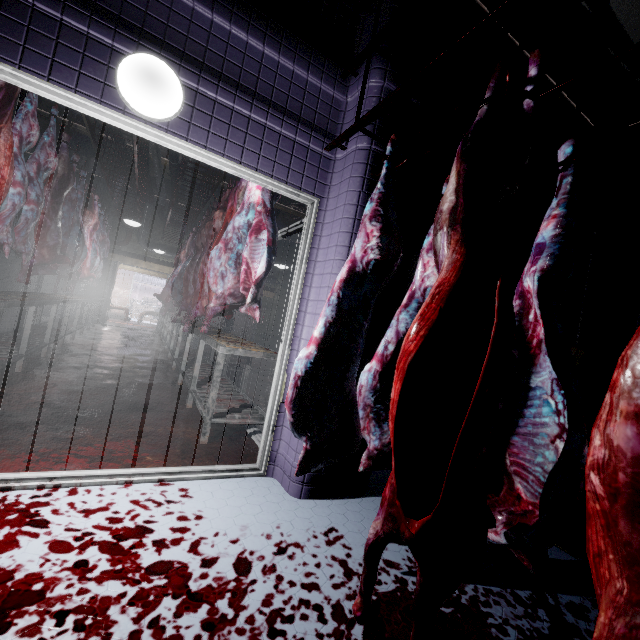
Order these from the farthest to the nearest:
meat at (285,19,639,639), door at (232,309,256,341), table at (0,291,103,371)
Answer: door at (232,309,256,341) < table at (0,291,103,371) < meat at (285,19,639,639)

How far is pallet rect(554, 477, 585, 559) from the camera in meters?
1.9 m

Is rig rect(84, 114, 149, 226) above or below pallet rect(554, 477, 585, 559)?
above

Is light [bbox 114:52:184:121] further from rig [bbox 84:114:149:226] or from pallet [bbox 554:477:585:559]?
pallet [bbox 554:477:585:559]

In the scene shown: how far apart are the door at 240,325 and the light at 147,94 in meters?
9.8 m

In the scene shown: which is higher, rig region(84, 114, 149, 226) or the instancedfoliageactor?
rig region(84, 114, 149, 226)

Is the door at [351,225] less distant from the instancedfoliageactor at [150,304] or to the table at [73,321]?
the table at [73,321]

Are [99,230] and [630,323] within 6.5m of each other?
no
